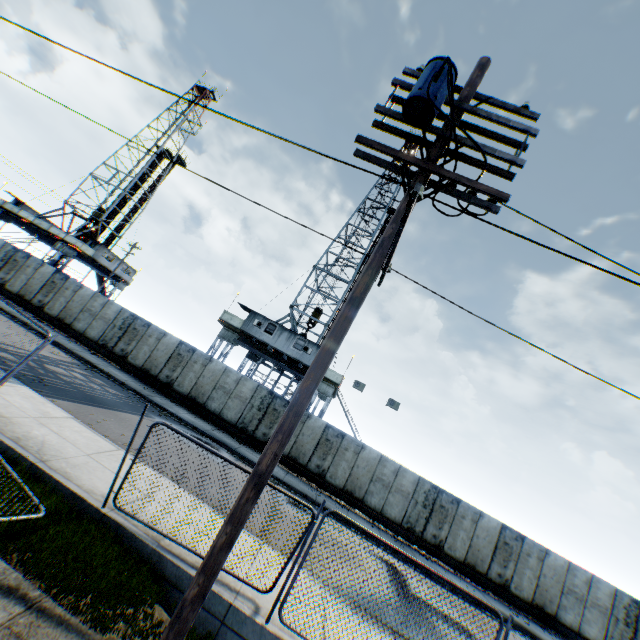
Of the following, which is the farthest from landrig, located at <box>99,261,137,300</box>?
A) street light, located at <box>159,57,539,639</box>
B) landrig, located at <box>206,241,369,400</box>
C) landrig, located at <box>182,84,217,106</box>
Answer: street light, located at <box>159,57,539,639</box>

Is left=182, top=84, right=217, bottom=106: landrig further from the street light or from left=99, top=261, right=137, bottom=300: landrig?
the street light

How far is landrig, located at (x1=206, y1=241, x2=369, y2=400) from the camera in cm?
2469

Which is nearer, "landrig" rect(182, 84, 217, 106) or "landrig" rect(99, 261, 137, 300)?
"landrig" rect(99, 261, 137, 300)

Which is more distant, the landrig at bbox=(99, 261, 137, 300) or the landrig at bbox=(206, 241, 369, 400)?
the landrig at bbox=(99, 261, 137, 300)

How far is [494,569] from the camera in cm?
1711

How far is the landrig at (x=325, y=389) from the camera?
24.8 meters

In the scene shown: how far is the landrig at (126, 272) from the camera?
39.8 meters
